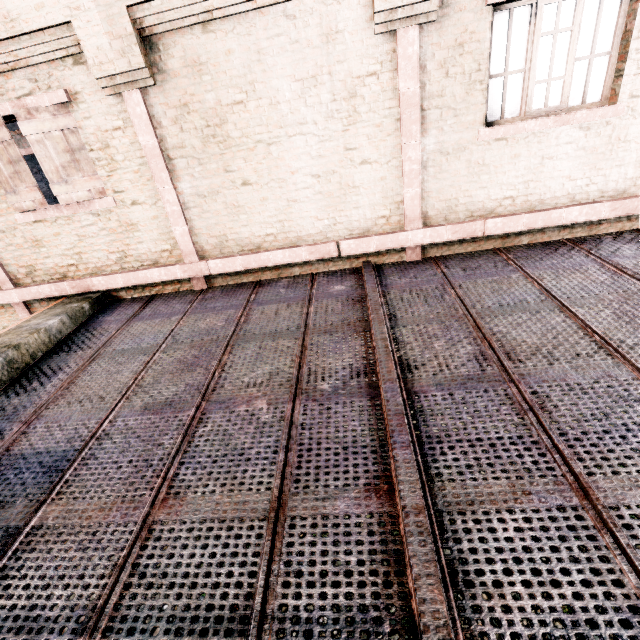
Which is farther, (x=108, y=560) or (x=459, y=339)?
(x=459, y=339)
